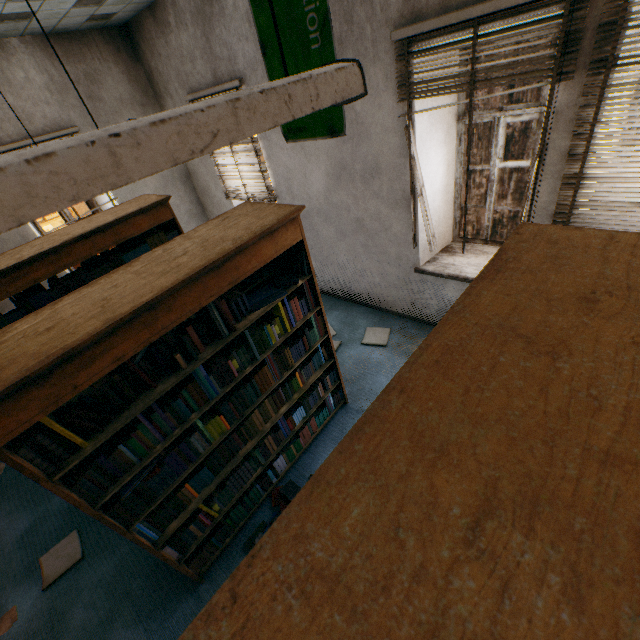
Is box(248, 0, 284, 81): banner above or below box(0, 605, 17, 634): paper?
above

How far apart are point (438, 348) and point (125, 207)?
3.8m

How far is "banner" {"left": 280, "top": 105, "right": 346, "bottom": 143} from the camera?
3.3m

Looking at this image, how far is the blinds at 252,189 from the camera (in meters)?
4.42

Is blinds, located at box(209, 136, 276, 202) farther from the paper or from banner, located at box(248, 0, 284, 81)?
the paper

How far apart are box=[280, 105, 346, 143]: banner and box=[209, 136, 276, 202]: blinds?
0.4m

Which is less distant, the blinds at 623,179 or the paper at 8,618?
the blinds at 623,179

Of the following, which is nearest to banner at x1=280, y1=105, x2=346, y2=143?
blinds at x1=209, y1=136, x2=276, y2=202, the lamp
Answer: blinds at x1=209, y1=136, x2=276, y2=202
